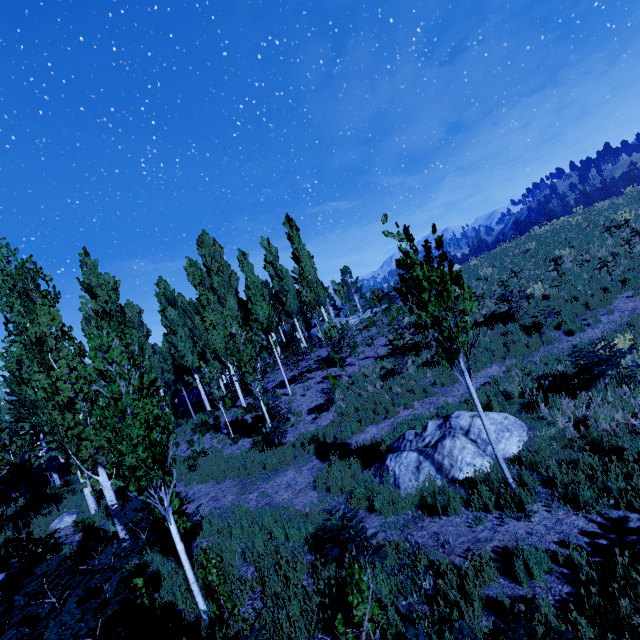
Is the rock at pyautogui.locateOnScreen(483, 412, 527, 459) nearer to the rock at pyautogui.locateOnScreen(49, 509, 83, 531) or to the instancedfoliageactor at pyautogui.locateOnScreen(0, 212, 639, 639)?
the instancedfoliageactor at pyautogui.locateOnScreen(0, 212, 639, 639)

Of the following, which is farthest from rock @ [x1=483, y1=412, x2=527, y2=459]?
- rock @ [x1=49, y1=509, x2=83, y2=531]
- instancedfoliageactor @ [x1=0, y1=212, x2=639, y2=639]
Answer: rock @ [x1=49, y1=509, x2=83, y2=531]

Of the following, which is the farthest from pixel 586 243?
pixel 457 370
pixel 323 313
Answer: pixel 323 313

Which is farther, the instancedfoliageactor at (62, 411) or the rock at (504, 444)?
the rock at (504, 444)

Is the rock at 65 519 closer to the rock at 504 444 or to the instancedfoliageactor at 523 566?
the instancedfoliageactor at 523 566

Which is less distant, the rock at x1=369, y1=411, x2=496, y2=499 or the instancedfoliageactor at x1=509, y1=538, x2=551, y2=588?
the instancedfoliageactor at x1=509, y1=538, x2=551, y2=588

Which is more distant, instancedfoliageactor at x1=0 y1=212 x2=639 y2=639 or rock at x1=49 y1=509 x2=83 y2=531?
rock at x1=49 y1=509 x2=83 y2=531
